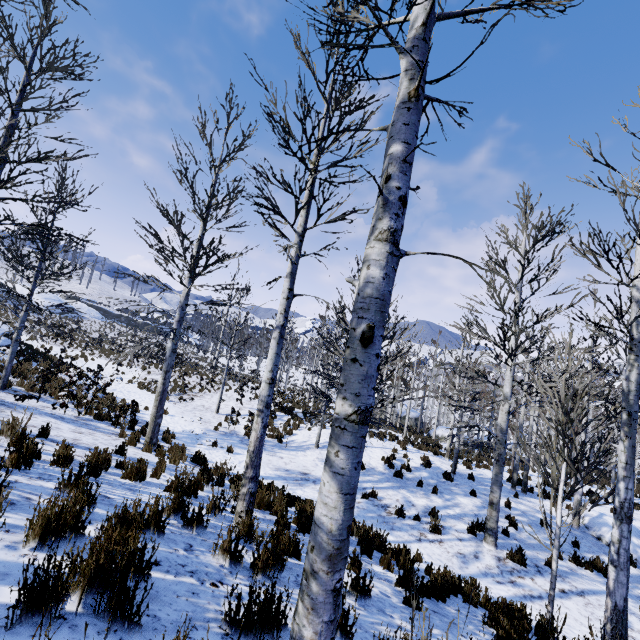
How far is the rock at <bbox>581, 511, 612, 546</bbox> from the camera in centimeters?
1147cm

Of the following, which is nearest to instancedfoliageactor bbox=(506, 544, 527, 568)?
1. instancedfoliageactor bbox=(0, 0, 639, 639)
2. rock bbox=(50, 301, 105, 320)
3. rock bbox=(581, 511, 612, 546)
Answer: instancedfoliageactor bbox=(0, 0, 639, 639)

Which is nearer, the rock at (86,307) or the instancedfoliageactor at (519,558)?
the instancedfoliageactor at (519,558)

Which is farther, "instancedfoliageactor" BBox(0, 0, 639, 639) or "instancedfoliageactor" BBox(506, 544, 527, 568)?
"instancedfoliageactor" BBox(506, 544, 527, 568)

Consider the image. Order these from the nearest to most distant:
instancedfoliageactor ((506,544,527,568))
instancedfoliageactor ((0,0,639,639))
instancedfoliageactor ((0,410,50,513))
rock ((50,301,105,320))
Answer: instancedfoliageactor ((0,0,639,639)), instancedfoliageactor ((0,410,50,513)), instancedfoliageactor ((506,544,527,568)), rock ((50,301,105,320))

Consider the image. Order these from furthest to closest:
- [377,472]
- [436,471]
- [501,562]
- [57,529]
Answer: [436,471], [377,472], [501,562], [57,529]

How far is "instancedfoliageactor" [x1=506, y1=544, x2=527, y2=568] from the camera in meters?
8.3

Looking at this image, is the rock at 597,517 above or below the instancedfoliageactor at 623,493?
below
